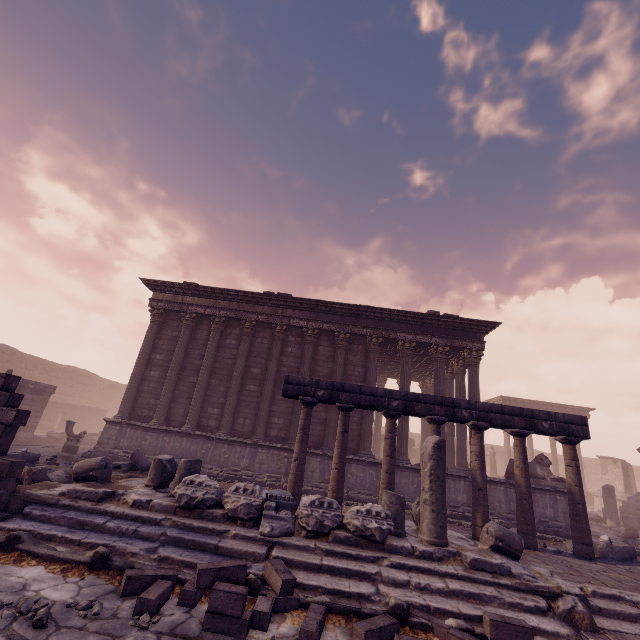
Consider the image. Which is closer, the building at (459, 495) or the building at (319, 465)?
the building at (459, 495)

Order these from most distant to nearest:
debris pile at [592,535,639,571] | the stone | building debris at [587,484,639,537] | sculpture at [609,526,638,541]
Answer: building debris at [587,484,639,537] → sculpture at [609,526,638,541] → debris pile at [592,535,639,571] → the stone

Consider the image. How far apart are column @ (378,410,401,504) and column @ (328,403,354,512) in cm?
72

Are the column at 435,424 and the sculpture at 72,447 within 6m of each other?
no

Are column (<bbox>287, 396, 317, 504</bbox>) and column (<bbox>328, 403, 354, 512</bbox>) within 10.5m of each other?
yes

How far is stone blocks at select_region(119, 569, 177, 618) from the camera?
3.27m

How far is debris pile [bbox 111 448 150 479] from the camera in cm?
723

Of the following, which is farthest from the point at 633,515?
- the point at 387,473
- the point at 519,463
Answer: the point at 387,473
